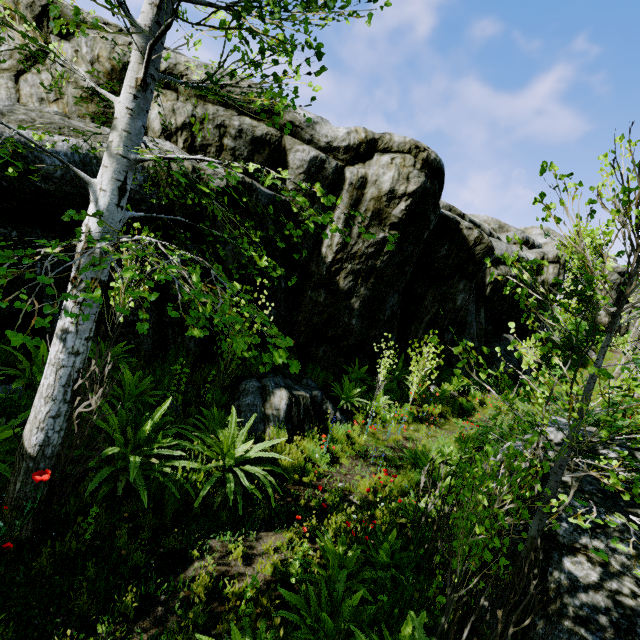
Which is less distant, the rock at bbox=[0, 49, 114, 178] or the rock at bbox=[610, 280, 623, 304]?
the rock at bbox=[0, 49, 114, 178]

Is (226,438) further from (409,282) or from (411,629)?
(409,282)

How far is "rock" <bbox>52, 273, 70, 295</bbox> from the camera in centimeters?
509cm

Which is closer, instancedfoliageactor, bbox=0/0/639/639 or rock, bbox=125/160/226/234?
instancedfoliageactor, bbox=0/0/639/639

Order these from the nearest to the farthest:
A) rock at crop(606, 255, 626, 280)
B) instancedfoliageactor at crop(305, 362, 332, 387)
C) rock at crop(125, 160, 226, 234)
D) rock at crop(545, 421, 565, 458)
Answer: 1. rock at crop(545, 421, 565, 458)
2. rock at crop(125, 160, 226, 234)
3. instancedfoliageactor at crop(305, 362, 332, 387)
4. rock at crop(606, 255, 626, 280)

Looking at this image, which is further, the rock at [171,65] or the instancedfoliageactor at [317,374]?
the instancedfoliageactor at [317,374]

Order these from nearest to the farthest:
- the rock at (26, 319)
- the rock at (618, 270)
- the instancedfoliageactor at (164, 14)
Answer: the instancedfoliageactor at (164, 14), the rock at (26, 319), the rock at (618, 270)
